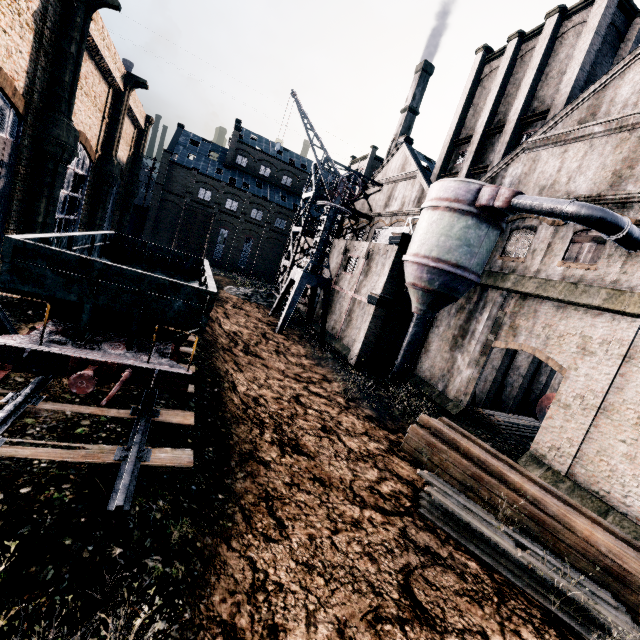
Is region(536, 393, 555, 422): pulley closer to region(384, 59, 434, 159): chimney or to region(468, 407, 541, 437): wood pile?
region(468, 407, 541, 437): wood pile

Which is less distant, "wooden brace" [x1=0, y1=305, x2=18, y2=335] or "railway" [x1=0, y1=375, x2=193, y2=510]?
"railway" [x1=0, y1=375, x2=193, y2=510]

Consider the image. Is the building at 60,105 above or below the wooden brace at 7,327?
above

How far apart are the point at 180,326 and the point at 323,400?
10.11m

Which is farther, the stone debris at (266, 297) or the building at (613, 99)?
the stone debris at (266, 297)

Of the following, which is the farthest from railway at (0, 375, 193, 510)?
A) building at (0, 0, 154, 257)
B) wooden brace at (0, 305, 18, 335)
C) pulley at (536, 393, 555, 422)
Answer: pulley at (536, 393, 555, 422)

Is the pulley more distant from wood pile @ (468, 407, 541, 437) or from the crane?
the crane

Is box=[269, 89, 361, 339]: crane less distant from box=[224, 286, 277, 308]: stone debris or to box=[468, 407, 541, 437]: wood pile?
box=[224, 286, 277, 308]: stone debris
